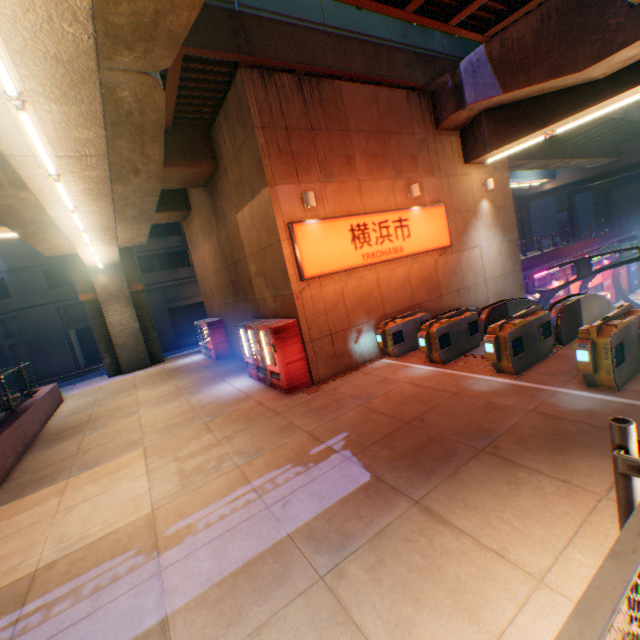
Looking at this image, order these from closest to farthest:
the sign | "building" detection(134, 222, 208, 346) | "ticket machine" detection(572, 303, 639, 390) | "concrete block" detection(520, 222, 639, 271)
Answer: "ticket machine" detection(572, 303, 639, 390) → the sign → "concrete block" detection(520, 222, 639, 271) → "building" detection(134, 222, 208, 346)

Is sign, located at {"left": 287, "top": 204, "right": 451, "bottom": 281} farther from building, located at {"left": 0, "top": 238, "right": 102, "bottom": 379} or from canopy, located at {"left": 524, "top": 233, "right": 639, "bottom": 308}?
building, located at {"left": 0, "top": 238, "right": 102, "bottom": 379}

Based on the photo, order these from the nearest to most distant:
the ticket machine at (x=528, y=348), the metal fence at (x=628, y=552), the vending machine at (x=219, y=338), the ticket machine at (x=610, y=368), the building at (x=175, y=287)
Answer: the metal fence at (x=628, y=552)
the ticket machine at (x=610, y=368)
the ticket machine at (x=528, y=348)
the vending machine at (x=219, y=338)
the building at (x=175, y=287)

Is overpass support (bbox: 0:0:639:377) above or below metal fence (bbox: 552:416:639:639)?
above

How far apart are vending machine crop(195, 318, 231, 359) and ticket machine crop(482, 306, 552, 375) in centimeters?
1282cm

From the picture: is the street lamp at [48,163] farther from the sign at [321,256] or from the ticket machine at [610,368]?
the ticket machine at [610,368]

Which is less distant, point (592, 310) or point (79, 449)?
point (79, 449)

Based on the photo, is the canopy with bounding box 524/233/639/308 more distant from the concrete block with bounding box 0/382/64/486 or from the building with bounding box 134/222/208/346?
the building with bounding box 134/222/208/346
